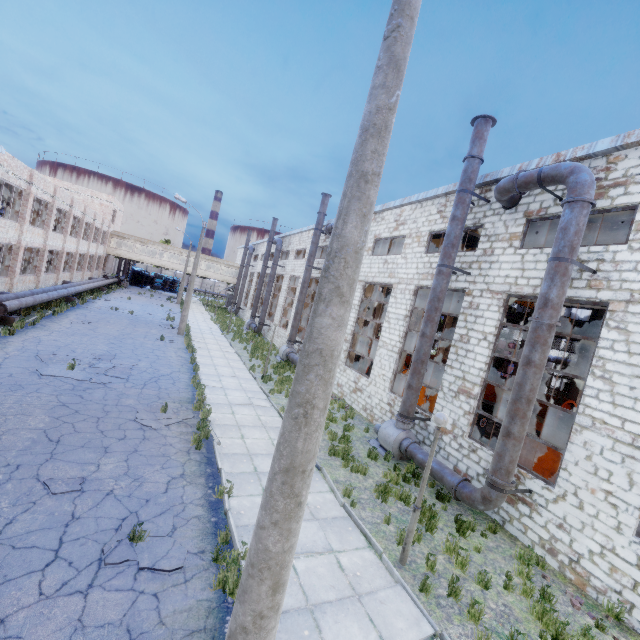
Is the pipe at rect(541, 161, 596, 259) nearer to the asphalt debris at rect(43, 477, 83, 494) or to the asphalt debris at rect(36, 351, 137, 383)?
the asphalt debris at rect(43, 477, 83, 494)

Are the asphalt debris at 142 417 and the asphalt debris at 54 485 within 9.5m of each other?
yes

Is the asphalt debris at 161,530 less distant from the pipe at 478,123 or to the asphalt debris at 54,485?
the asphalt debris at 54,485

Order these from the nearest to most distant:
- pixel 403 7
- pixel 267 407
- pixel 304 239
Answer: pixel 403 7 < pixel 267 407 < pixel 304 239

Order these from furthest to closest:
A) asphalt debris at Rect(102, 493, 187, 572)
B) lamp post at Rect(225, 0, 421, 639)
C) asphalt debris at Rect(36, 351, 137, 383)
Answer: asphalt debris at Rect(36, 351, 137, 383)
asphalt debris at Rect(102, 493, 187, 572)
lamp post at Rect(225, 0, 421, 639)

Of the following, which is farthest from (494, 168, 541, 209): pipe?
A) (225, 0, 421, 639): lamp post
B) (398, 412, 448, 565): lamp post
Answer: (225, 0, 421, 639): lamp post

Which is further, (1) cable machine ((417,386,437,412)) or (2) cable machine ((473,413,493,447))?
(1) cable machine ((417,386,437,412))

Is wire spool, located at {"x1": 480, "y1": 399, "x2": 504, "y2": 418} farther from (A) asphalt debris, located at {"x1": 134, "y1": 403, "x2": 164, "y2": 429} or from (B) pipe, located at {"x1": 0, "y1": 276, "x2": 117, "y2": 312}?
(B) pipe, located at {"x1": 0, "y1": 276, "x2": 117, "y2": 312}
